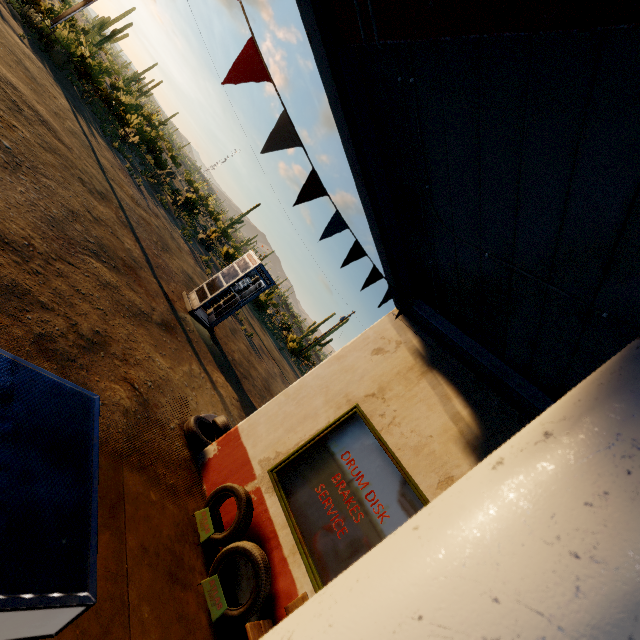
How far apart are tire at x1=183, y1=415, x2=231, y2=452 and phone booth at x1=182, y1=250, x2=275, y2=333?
4.8m

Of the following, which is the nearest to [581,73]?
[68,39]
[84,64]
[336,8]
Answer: [336,8]

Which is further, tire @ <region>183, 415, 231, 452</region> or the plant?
the plant

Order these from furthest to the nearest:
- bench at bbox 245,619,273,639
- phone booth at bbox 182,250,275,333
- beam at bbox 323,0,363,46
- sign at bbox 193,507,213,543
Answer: phone booth at bbox 182,250,275,333 → sign at bbox 193,507,213,543 → bench at bbox 245,619,273,639 → beam at bbox 323,0,363,46

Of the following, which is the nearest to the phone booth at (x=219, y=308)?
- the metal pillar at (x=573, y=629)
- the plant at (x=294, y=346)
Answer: the metal pillar at (x=573, y=629)

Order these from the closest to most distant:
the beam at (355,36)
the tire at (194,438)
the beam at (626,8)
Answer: the beam at (626,8)
the beam at (355,36)
the tire at (194,438)

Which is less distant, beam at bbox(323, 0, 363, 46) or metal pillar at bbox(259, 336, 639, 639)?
metal pillar at bbox(259, 336, 639, 639)

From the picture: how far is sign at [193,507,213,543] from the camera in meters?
3.9
